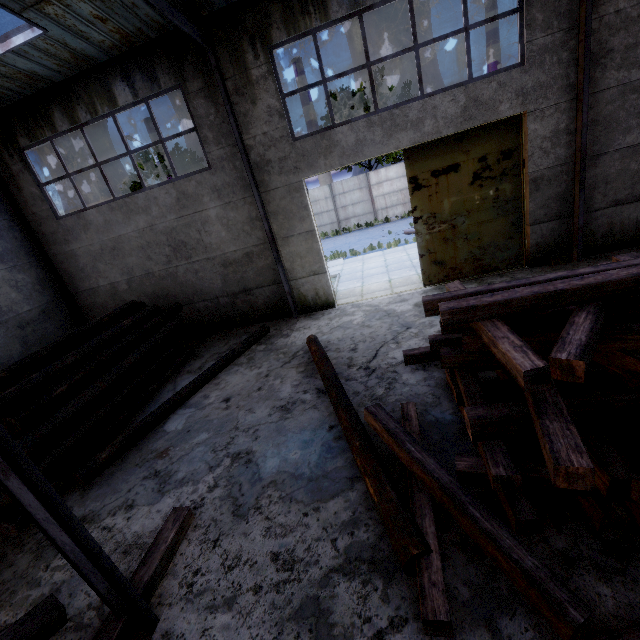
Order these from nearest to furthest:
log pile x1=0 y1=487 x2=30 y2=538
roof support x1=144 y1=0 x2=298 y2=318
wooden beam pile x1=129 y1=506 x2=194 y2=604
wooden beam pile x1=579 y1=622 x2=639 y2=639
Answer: wooden beam pile x1=579 y1=622 x2=639 y2=639, wooden beam pile x1=129 y1=506 x2=194 y2=604, log pile x1=0 y1=487 x2=30 y2=538, roof support x1=144 y1=0 x2=298 y2=318

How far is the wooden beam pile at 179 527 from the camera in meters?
3.4 m

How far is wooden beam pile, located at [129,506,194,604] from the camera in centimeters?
345cm

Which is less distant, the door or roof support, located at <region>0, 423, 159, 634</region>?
roof support, located at <region>0, 423, 159, 634</region>

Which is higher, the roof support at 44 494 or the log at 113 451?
the roof support at 44 494

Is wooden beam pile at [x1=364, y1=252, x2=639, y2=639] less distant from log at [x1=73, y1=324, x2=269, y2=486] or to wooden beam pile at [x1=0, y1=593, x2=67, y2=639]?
wooden beam pile at [x1=0, y1=593, x2=67, y2=639]

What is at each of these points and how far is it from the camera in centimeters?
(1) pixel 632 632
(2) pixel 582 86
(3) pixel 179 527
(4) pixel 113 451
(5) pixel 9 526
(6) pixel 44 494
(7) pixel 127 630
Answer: (1) wooden beam pile, 222cm
(2) roof support, 708cm
(3) wooden beam pile, 401cm
(4) log, 583cm
(5) log pile, 466cm
(6) roof support, 252cm
(7) wooden beam pile, 312cm

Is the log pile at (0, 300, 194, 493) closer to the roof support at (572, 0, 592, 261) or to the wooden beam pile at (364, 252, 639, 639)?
the wooden beam pile at (364, 252, 639, 639)
